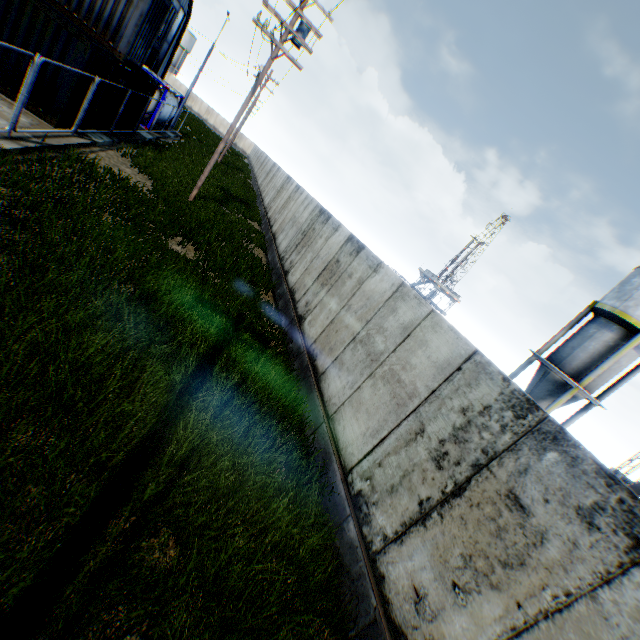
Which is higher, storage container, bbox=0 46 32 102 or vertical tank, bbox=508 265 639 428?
vertical tank, bbox=508 265 639 428

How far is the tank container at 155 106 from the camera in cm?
2114

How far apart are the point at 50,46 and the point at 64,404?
12.6 meters

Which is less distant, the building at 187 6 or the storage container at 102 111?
the storage container at 102 111

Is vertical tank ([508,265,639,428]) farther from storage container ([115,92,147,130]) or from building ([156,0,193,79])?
building ([156,0,193,79])

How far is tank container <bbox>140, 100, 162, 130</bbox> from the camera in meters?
21.1

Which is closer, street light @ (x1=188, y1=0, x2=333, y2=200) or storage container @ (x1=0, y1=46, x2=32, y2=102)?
storage container @ (x1=0, y1=46, x2=32, y2=102)

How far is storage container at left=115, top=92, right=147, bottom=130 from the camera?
16.25m
